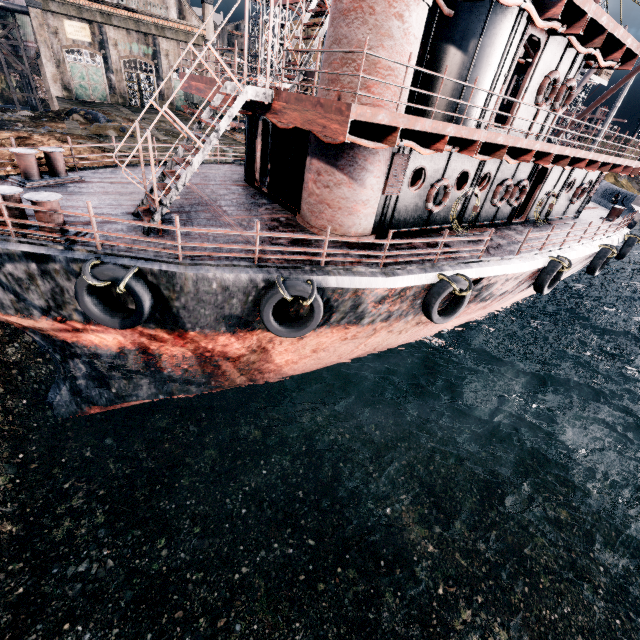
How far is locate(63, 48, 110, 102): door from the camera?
39.00m

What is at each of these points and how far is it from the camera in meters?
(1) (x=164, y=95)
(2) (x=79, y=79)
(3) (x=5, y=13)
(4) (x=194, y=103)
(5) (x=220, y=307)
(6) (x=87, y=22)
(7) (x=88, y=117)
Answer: (1) building, 45.4 m
(2) door, 40.1 m
(3) silo, 41.1 m
(4) rail car, 40.3 m
(5) ship, 8.1 m
(6) building, 37.9 m
(7) stone debris, 27.5 m

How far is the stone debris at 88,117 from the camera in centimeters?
2489cm

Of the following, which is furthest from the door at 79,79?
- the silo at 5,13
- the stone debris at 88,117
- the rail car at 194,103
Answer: the stone debris at 88,117

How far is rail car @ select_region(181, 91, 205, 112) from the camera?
39.9m

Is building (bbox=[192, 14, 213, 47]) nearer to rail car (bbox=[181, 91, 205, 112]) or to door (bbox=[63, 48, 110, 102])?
door (bbox=[63, 48, 110, 102])

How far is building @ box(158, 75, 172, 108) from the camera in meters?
44.8

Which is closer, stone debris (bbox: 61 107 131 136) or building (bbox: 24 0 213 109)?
stone debris (bbox: 61 107 131 136)
